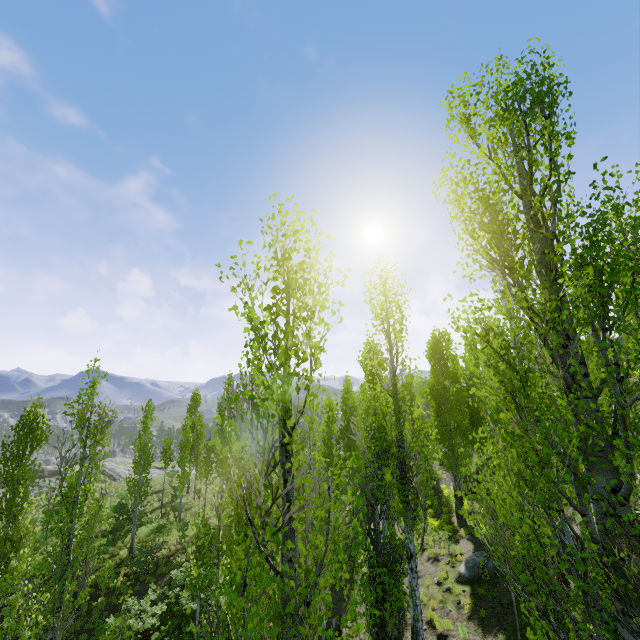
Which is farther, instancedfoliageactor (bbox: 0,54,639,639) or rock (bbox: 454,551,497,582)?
rock (bbox: 454,551,497,582)

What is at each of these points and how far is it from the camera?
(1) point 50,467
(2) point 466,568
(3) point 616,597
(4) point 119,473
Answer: (1) rock, 44.2m
(2) rock, 13.4m
(3) instancedfoliageactor, 3.8m
(4) rock, 42.0m

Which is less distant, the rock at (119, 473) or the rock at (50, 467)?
the rock at (50, 467)

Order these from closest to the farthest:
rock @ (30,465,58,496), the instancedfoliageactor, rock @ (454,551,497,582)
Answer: the instancedfoliageactor, rock @ (454,551,497,582), rock @ (30,465,58,496)

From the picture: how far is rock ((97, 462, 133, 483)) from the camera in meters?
40.1 m

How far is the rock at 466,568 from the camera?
12.92m

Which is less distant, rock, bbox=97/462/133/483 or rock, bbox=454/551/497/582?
rock, bbox=454/551/497/582

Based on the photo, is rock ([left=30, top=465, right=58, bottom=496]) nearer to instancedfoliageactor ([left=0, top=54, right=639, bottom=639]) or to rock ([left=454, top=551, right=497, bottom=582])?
instancedfoliageactor ([left=0, top=54, right=639, bottom=639])
